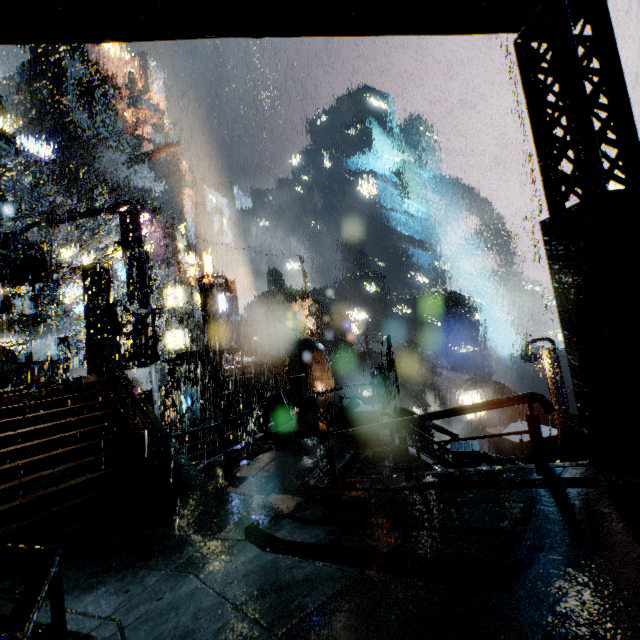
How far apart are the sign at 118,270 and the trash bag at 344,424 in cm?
3500

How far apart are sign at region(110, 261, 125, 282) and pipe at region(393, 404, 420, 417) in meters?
35.1 m

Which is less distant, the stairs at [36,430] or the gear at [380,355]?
the stairs at [36,430]

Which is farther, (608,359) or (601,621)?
(608,359)

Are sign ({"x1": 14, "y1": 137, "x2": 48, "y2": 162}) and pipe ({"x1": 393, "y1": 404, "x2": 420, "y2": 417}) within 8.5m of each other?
no

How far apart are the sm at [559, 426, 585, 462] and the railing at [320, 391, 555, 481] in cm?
530

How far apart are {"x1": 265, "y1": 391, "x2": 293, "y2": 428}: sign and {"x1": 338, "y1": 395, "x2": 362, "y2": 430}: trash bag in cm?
252

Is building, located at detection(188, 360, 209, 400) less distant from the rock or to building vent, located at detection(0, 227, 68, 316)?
building vent, located at detection(0, 227, 68, 316)
